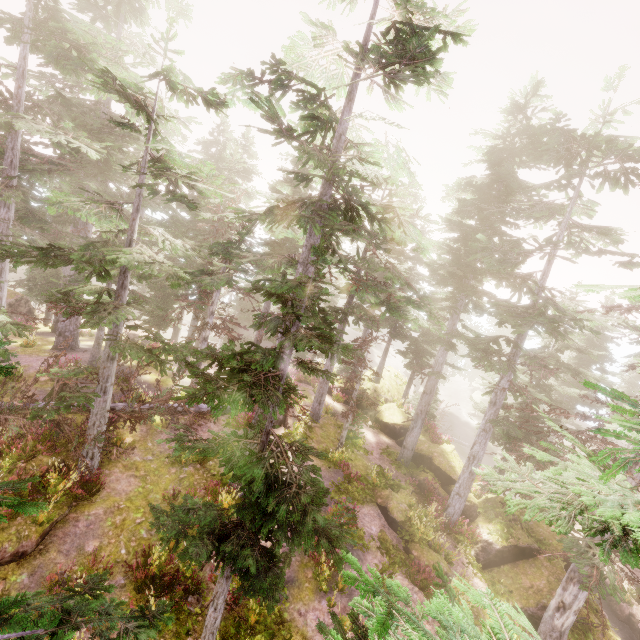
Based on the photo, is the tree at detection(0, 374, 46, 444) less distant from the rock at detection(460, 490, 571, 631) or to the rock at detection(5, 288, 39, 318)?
the rock at detection(460, 490, 571, 631)

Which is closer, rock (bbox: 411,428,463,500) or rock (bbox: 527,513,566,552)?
rock (bbox: 527,513,566,552)

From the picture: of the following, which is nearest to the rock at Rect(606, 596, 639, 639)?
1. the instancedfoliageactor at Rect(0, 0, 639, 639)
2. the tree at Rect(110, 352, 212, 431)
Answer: the instancedfoliageactor at Rect(0, 0, 639, 639)

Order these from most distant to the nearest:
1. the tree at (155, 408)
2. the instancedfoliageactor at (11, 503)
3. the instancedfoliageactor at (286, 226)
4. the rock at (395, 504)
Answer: the rock at (395, 504) < the tree at (155, 408) < the instancedfoliageactor at (286, 226) < the instancedfoliageactor at (11, 503)

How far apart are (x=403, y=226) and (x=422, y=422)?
14.4 meters

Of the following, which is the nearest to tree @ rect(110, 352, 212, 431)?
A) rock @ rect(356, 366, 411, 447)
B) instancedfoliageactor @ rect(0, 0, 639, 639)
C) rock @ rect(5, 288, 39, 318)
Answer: instancedfoliageactor @ rect(0, 0, 639, 639)

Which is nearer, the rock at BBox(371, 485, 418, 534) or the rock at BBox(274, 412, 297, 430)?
the rock at BBox(371, 485, 418, 534)

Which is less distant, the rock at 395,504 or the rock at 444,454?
the rock at 395,504
